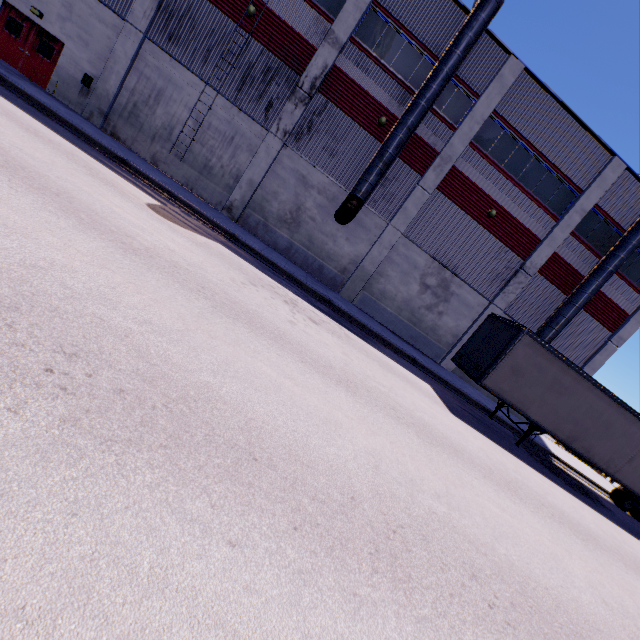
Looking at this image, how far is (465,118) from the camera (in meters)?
16.78

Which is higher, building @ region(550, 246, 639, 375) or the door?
building @ region(550, 246, 639, 375)

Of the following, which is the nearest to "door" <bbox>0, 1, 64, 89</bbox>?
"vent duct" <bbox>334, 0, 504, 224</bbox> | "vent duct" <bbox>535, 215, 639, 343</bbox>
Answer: "vent duct" <bbox>334, 0, 504, 224</bbox>

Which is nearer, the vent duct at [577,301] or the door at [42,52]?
the door at [42,52]

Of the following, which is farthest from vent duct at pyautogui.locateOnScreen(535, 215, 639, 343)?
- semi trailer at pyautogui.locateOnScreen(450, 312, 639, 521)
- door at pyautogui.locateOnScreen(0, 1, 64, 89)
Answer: door at pyautogui.locateOnScreen(0, 1, 64, 89)

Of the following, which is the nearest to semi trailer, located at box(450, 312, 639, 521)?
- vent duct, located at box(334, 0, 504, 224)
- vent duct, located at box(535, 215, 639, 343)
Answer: vent duct, located at box(535, 215, 639, 343)

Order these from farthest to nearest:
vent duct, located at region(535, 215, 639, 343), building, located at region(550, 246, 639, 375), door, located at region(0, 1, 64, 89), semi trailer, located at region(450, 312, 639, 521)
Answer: building, located at region(550, 246, 639, 375)
vent duct, located at region(535, 215, 639, 343)
door, located at region(0, 1, 64, 89)
semi trailer, located at region(450, 312, 639, 521)

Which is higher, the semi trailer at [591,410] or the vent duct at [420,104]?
the vent duct at [420,104]
